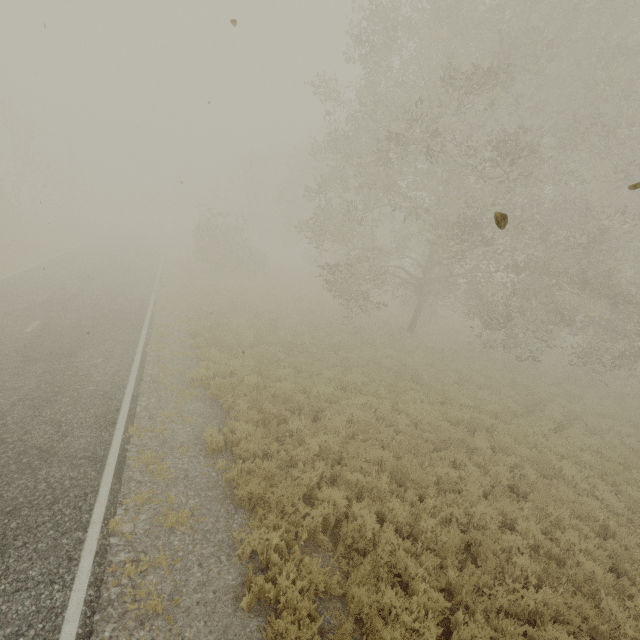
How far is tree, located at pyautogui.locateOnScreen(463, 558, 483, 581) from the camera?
5.37m

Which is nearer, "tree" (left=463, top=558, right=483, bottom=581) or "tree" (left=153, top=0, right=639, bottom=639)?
"tree" (left=463, top=558, right=483, bottom=581)

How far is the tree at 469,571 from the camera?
5.37m

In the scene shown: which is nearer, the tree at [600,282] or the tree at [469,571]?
the tree at [469,571]

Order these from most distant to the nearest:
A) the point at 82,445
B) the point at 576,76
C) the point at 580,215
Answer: the point at 580,215 → the point at 576,76 → the point at 82,445
